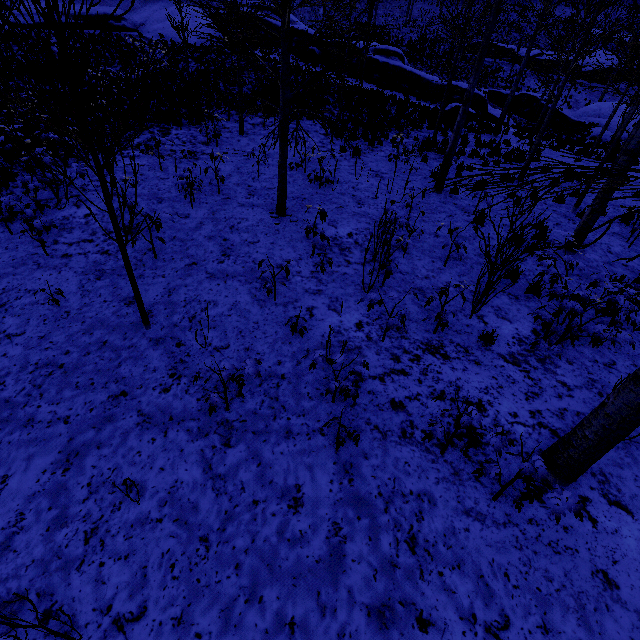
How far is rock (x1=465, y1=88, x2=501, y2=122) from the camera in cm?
1925

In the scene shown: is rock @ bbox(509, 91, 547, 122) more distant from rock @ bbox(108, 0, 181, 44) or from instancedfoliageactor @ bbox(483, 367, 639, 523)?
instancedfoliageactor @ bbox(483, 367, 639, 523)

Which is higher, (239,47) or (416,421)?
(239,47)

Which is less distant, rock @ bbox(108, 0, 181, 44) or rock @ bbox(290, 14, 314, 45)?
rock @ bbox(108, 0, 181, 44)

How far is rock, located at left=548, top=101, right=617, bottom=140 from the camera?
29.00m

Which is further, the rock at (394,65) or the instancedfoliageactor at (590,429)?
the rock at (394,65)

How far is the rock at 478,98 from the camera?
19.2m

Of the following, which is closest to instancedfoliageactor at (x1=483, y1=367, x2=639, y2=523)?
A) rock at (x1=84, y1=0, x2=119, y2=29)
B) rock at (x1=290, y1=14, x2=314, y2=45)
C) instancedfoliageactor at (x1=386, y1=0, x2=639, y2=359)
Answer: instancedfoliageactor at (x1=386, y1=0, x2=639, y2=359)
